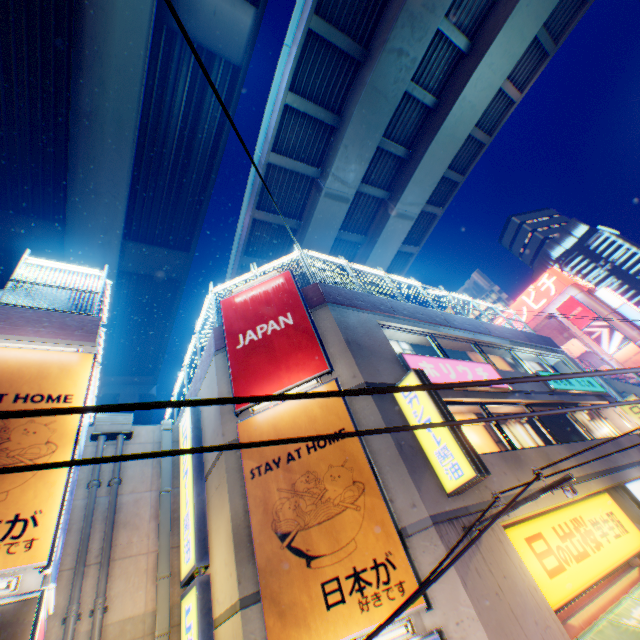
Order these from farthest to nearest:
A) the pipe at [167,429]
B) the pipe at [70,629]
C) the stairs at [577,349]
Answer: the stairs at [577,349] < the pipe at [167,429] < the pipe at [70,629]

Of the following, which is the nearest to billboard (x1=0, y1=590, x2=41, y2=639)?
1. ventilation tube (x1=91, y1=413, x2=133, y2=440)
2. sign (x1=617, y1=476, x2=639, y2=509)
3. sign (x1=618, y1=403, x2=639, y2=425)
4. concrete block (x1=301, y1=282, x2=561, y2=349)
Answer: ventilation tube (x1=91, y1=413, x2=133, y2=440)

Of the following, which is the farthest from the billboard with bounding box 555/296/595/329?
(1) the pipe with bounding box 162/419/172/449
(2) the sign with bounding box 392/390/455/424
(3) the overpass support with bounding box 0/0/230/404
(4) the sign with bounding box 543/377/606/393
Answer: (1) the pipe with bounding box 162/419/172/449

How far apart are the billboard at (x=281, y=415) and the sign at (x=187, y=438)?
2.2 meters

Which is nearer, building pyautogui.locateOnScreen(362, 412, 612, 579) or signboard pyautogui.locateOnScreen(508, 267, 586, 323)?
building pyautogui.locateOnScreen(362, 412, 612, 579)

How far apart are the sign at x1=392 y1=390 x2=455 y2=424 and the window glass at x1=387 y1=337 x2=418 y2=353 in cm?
148

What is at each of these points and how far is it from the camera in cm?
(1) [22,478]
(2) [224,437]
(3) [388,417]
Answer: (1) billboard, 554
(2) building, 794
(3) building, 725

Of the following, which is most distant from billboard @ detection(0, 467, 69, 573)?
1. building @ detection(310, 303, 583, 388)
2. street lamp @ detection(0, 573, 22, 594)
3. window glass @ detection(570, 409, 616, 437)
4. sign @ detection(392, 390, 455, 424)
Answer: window glass @ detection(570, 409, 616, 437)
